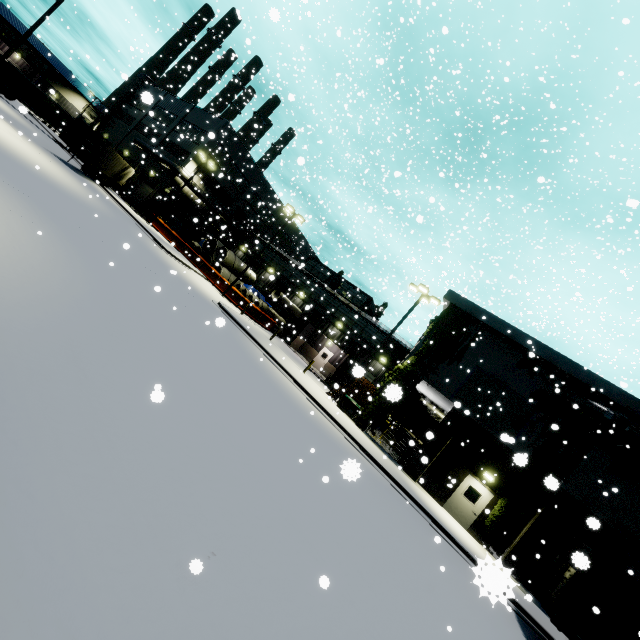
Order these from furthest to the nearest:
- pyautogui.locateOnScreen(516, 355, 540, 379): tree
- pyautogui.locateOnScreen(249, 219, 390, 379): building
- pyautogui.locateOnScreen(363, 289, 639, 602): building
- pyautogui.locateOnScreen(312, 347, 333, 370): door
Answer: pyautogui.locateOnScreen(312, 347, 333, 370): door → pyautogui.locateOnScreen(249, 219, 390, 379): building → pyautogui.locateOnScreen(516, 355, 540, 379): tree → pyautogui.locateOnScreen(363, 289, 639, 602): building

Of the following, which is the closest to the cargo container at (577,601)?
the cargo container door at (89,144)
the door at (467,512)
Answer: the door at (467,512)

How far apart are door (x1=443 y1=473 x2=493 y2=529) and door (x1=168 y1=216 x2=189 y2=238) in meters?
40.2

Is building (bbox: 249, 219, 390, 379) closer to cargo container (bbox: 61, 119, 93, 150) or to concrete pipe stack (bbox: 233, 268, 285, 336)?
concrete pipe stack (bbox: 233, 268, 285, 336)

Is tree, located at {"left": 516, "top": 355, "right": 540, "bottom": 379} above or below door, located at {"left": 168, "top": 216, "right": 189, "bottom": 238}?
above

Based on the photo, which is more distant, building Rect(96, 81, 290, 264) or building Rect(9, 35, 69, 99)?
building Rect(9, 35, 69, 99)

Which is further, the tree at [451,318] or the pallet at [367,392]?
the pallet at [367,392]

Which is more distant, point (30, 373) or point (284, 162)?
point (284, 162)
